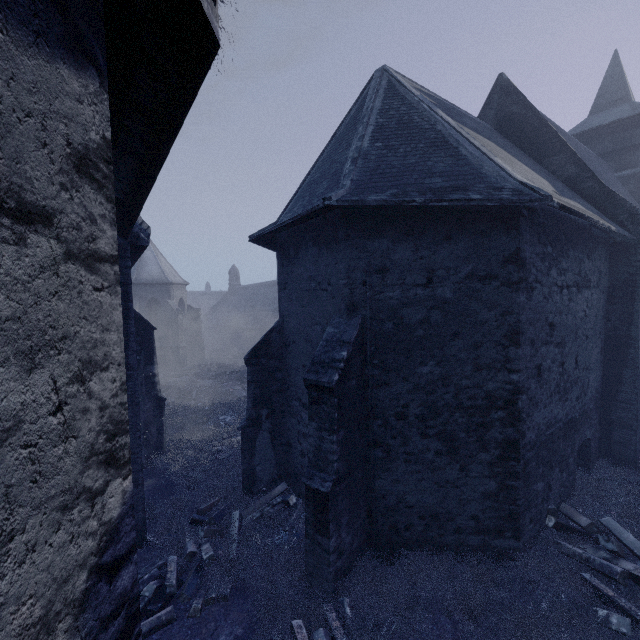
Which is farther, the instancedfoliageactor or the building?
the instancedfoliageactor

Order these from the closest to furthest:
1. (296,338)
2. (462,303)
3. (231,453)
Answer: (462,303), (296,338), (231,453)

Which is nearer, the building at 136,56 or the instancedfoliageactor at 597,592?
the building at 136,56

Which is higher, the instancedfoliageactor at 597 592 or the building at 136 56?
the building at 136 56

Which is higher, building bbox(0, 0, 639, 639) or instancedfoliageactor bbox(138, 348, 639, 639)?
building bbox(0, 0, 639, 639)
